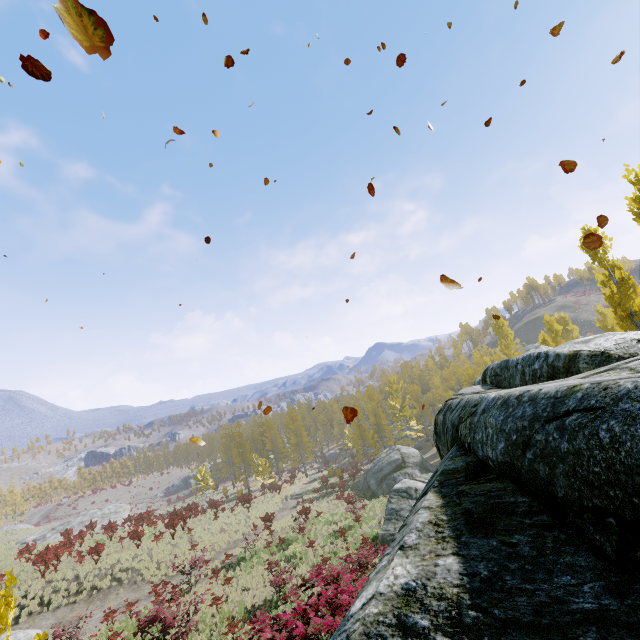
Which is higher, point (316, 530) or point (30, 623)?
point (30, 623)

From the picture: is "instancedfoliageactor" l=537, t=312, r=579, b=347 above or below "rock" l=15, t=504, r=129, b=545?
above

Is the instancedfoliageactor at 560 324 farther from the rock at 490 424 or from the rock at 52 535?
the rock at 52 535

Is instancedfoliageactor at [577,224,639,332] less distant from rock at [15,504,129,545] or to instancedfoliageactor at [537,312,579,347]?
instancedfoliageactor at [537,312,579,347]

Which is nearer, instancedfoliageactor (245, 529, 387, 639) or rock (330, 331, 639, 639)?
rock (330, 331, 639, 639)

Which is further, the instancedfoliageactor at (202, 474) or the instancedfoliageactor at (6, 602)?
the instancedfoliageactor at (202, 474)

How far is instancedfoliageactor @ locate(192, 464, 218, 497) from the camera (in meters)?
45.81
